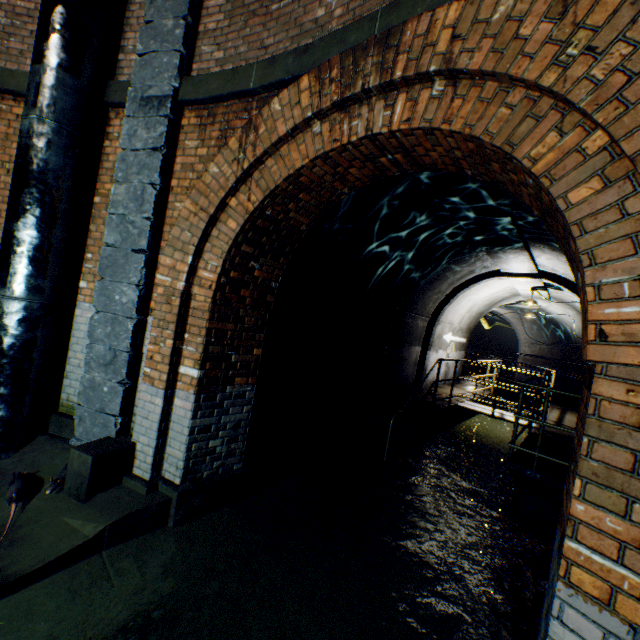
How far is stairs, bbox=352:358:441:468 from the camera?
6.1 meters

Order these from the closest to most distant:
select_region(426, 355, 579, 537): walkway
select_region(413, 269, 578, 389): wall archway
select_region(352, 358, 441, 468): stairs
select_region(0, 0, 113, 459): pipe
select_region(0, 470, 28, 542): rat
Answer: select_region(0, 470, 28, 542): rat → select_region(0, 0, 113, 459): pipe → select_region(426, 355, 579, 537): walkway → select_region(352, 358, 441, 468): stairs → select_region(413, 269, 578, 389): wall archway

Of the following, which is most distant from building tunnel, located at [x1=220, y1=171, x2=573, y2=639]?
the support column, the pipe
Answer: the pipe

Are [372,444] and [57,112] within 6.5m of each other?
no

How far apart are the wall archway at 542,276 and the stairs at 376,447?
2.3 meters

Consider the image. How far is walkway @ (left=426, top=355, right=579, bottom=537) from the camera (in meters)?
4.68

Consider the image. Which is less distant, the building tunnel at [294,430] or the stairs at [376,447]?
the building tunnel at [294,430]

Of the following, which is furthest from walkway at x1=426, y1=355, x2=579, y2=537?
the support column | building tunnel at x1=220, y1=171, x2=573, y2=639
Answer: the support column
